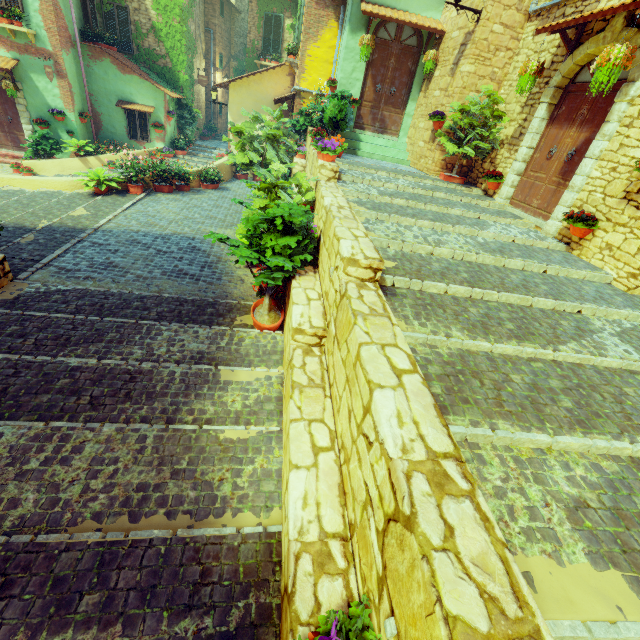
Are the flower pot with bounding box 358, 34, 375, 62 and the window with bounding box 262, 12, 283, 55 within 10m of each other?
no

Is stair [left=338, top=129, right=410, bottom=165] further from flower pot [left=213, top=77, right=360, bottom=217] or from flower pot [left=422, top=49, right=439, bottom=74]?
flower pot [left=422, top=49, right=439, bottom=74]

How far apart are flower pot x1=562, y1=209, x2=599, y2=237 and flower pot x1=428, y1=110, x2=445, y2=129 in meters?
4.4 m

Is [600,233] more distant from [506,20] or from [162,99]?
[162,99]

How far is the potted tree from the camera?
4.4 meters

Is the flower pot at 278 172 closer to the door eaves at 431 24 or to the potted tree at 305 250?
the door eaves at 431 24

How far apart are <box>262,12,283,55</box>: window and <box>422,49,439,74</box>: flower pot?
11.87m

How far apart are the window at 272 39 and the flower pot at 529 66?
15.63m
